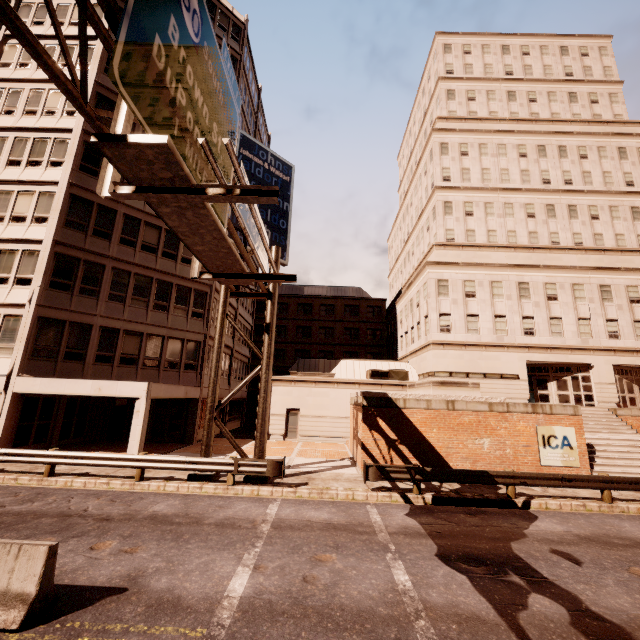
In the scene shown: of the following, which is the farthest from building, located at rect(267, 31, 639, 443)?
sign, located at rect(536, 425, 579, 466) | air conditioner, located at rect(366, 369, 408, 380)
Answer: sign, located at rect(536, 425, 579, 466)

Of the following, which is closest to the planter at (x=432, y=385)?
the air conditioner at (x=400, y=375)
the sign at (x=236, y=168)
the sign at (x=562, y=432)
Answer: the sign at (x=562, y=432)

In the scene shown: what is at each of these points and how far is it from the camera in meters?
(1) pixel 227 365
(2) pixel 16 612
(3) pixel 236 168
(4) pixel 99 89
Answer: (1) building, 29.2 m
(2) barrier, 4.7 m
(3) sign, 3.6 m
(4) building, 20.8 m

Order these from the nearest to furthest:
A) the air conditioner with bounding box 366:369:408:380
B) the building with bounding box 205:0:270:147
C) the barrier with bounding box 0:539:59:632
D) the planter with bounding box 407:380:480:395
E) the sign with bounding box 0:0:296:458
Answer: the sign with bounding box 0:0:296:458, the barrier with bounding box 0:539:59:632, the planter with bounding box 407:380:480:395, the air conditioner with bounding box 366:369:408:380, the building with bounding box 205:0:270:147

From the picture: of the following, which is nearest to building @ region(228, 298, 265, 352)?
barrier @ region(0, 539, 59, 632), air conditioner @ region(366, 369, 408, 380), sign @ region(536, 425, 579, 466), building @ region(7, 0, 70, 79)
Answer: air conditioner @ region(366, 369, 408, 380)

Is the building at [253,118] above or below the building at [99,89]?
above

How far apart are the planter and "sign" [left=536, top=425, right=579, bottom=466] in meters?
2.6

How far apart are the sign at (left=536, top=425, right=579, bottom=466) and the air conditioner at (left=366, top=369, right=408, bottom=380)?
12.7 meters
